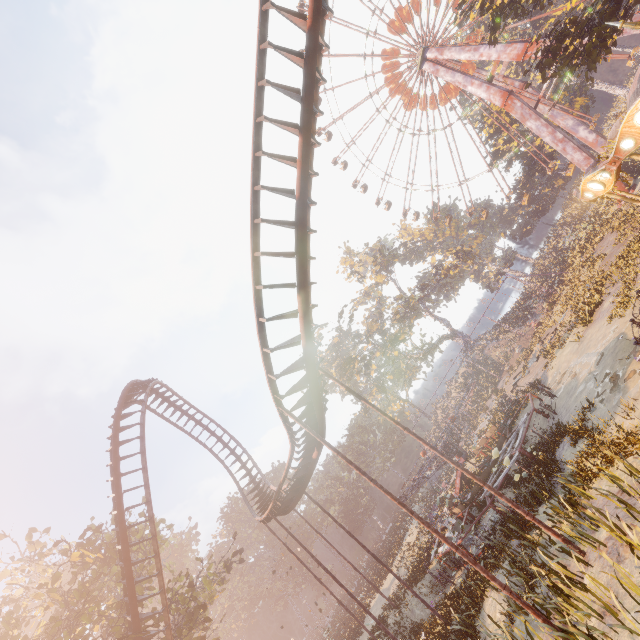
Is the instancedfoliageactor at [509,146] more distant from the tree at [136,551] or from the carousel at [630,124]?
the tree at [136,551]

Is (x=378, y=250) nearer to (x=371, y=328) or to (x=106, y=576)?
(x=371, y=328)

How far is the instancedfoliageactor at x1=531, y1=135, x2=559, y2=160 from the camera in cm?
4344

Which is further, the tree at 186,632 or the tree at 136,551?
the tree at 136,551

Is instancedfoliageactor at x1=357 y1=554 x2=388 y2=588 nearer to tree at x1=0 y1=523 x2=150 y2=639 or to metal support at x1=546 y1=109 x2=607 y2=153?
tree at x1=0 y1=523 x2=150 y2=639

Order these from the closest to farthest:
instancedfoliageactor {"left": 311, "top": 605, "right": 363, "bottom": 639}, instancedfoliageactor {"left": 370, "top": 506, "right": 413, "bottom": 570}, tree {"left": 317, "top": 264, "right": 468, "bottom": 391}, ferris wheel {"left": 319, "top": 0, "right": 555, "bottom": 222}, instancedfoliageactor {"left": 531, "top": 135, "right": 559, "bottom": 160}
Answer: instancedfoliageactor {"left": 311, "top": 605, "right": 363, "bottom": 639}, instancedfoliageactor {"left": 370, "top": 506, "right": 413, "bottom": 570}, ferris wheel {"left": 319, "top": 0, "right": 555, "bottom": 222}, instancedfoliageactor {"left": 531, "top": 135, "right": 559, "bottom": 160}, tree {"left": 317, "top": 264, "right": 468, "bottom": 391}

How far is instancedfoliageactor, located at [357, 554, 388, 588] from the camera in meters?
31.2
